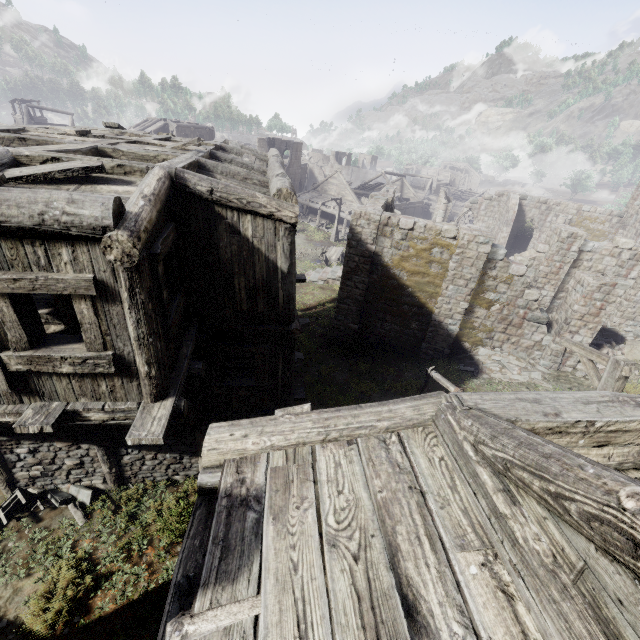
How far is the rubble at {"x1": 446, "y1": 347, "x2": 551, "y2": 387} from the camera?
14.4 meters

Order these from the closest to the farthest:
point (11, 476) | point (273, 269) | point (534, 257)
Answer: point (273, 269), point (11, 476), point (534, 257)

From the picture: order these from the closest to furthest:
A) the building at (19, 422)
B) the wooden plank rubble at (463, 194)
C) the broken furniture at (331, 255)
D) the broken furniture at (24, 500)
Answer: the building at (19, 422), the broken furniture at (24, 500), the broken furniture at (331, 255), the wooden plank rubble at (463, 194)

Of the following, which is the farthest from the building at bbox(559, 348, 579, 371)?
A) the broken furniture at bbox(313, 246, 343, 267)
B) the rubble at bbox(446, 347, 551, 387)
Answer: the broken furniture at bbox(313, 246, 343, 267)

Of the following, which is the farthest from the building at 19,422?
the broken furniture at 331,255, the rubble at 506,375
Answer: the broken furniture at 331,255

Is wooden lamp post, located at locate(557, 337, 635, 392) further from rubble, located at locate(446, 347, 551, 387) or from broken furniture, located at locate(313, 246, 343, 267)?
broken furniture, located at locate(313, 246, 343, 267)

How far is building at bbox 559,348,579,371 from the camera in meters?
14.4
